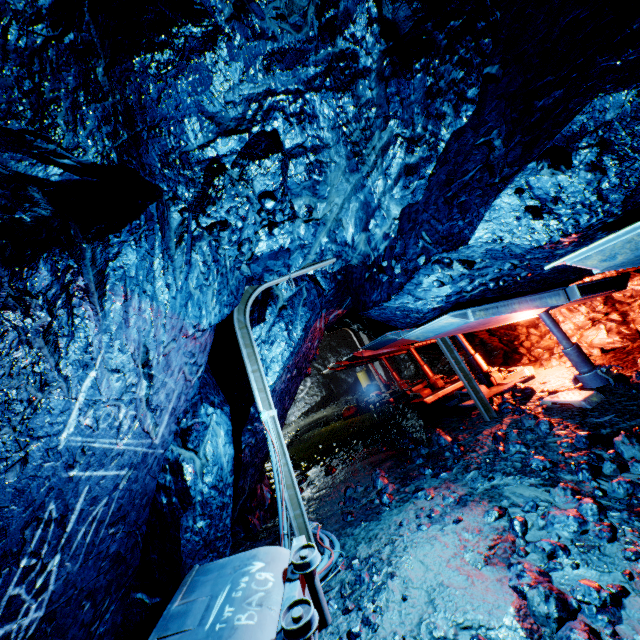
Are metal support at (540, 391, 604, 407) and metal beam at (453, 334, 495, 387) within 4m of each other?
yes

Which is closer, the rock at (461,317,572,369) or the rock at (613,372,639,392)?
the rock at (613,372,639,392)

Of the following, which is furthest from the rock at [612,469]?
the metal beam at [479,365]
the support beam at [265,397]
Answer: the metal beam at [479,365]

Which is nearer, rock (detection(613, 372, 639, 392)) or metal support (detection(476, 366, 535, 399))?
rock (detection(613, 372, 639, 392))

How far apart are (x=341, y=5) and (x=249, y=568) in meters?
4.9 m

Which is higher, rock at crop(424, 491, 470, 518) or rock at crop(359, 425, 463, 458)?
rock at crop(359, 425, 463, 458)

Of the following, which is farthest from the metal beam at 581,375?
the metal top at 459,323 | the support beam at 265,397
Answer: the support beam at 265,397
